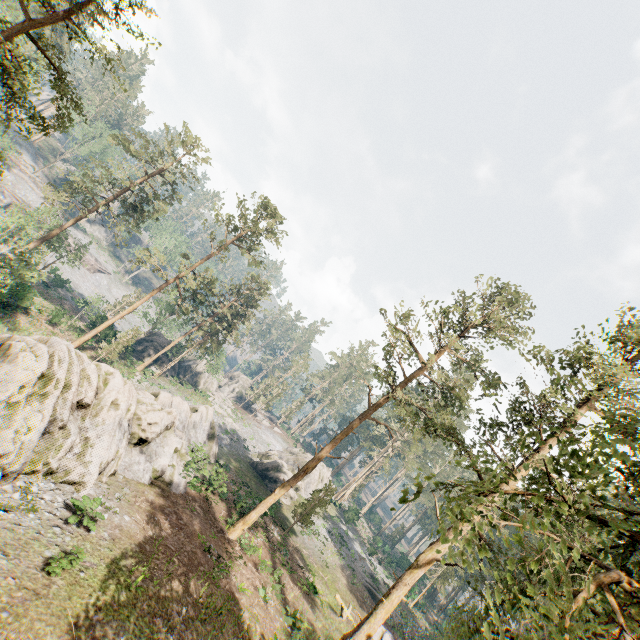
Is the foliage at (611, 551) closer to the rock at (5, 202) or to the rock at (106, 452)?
the rock at (5, 202)

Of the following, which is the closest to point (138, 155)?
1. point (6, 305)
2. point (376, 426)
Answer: point (6, 305)

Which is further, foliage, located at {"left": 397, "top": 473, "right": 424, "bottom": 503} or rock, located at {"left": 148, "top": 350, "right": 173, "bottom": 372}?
rock, located at {"left": 148, "top": 350, "right": 173, "bottom": 372}

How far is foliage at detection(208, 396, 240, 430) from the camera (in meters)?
51.25

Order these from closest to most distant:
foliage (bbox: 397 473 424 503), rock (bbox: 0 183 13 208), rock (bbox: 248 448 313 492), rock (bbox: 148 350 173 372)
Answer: foliage (bbox: 397 473 424 503)
rock (bbox: 248 448 313 492)
rock (bbox: 148 350 173 372)
rock (bbox: 0 183 13 208)

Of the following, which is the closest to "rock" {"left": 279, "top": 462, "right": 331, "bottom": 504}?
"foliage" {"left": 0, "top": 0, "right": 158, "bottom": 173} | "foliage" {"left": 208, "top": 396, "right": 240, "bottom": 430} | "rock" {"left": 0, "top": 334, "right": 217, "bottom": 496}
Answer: "rock" {"left": 0, "top": 334, "right": 217, "bottom": 496}

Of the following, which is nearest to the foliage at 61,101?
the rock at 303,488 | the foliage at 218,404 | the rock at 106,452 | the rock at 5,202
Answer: the rock at 5,202

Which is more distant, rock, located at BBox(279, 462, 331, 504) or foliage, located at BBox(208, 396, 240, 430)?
foliage, located at BBox(208, 396, 240, 430)
